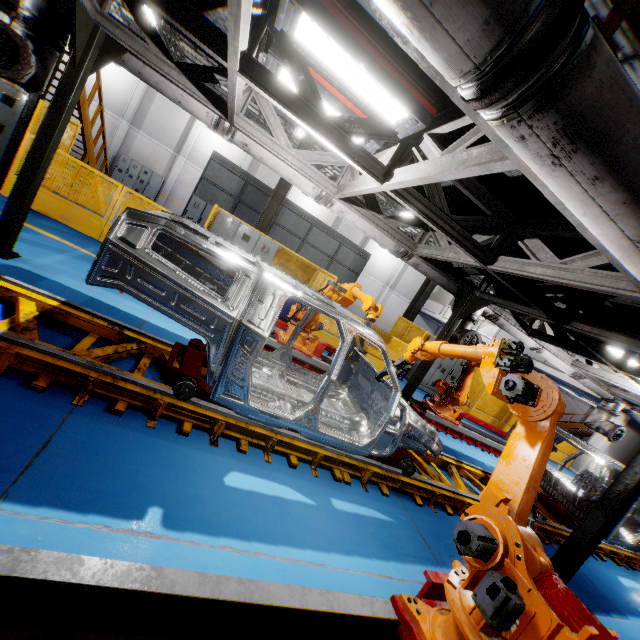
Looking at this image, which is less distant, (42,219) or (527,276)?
(527,276)

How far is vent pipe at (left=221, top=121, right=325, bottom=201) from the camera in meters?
5.2 m

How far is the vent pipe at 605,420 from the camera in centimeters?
1006cm

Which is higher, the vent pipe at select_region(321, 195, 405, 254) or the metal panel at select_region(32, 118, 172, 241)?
the vent pipe at select_region(321, 195, 405, 254)

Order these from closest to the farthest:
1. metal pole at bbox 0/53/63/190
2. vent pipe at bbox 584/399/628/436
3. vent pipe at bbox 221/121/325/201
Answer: vent pipe at bbox 221/121/325/201 < metal pole at bbox 0/53/63/190 < vent pipe at bbox 584/399/628/436

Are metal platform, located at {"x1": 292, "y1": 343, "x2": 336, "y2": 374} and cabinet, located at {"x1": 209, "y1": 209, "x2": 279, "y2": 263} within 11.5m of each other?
yes

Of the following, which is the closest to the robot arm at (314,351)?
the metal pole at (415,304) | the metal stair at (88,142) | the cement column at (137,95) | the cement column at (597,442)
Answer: the metal stair at (88,142)

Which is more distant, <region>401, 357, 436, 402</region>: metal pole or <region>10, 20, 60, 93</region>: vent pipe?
<region>401, 357, 436, 402</region>: metal pole
